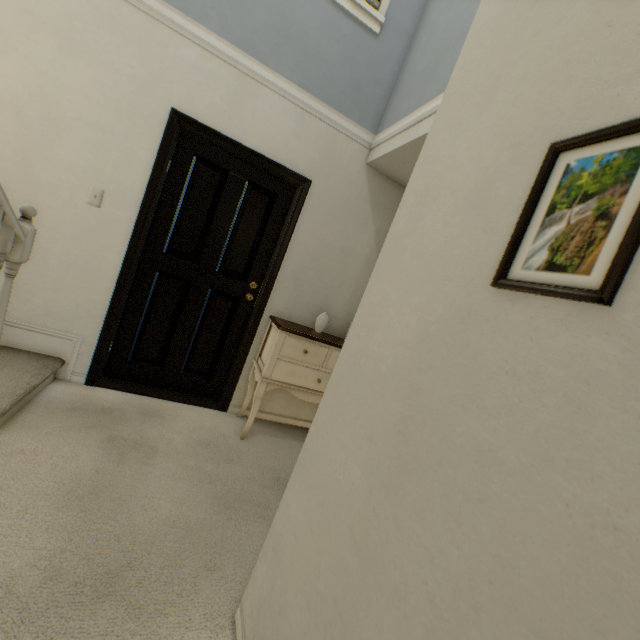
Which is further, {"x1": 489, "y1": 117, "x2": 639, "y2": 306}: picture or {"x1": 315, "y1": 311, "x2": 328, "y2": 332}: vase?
{"x1": 315, "y1": 311, "x2": 328, "y2": 332}: vase

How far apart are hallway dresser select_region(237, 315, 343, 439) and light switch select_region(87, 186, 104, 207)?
1.5m

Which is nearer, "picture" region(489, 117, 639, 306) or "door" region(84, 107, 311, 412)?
"picture" region(489, 117, 639, 306)

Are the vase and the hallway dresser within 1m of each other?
yes

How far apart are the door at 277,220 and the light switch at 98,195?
0.2 meters

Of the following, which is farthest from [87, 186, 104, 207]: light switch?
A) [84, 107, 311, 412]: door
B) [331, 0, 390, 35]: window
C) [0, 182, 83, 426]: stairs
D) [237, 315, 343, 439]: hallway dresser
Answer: [331, 0, 390, 35]: window

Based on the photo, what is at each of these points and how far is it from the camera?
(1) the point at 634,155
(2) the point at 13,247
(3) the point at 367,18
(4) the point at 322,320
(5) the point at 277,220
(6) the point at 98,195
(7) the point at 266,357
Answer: (1) picture, 0.5m
(2) stairs, 1.4m
(3) window, 2.5m
(4) vase, 2.9m
(5) door, 2.8m
(6) light switch, 2.2m
(7) hallway dresser, 2.6m

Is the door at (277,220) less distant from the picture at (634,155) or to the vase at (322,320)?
the vase at (322,320)
